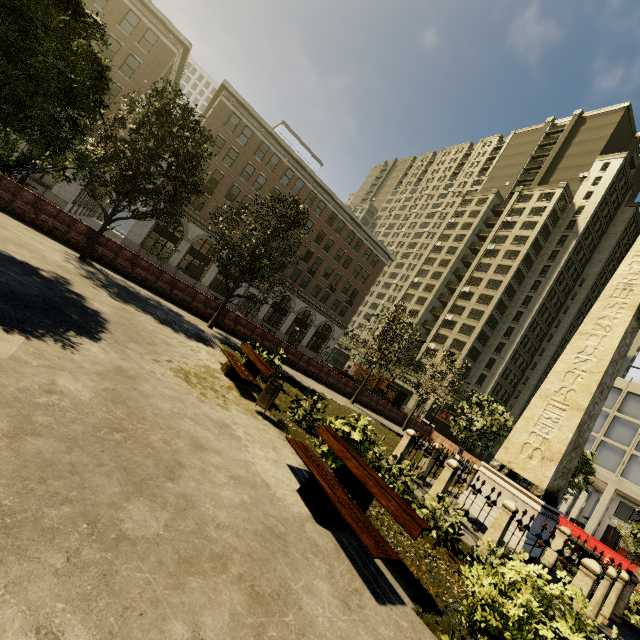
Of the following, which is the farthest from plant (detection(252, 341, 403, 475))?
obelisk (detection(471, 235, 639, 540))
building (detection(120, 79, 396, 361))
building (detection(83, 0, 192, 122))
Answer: building (detection(83, 0, 192, 122))

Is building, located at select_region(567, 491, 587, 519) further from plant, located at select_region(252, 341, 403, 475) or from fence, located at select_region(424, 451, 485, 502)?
fence, located at select_region(424, 451, 485, 502)

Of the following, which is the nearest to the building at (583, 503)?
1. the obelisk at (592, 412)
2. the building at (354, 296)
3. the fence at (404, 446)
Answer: the building at (354, 296)

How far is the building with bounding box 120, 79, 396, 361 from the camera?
34.5 meters

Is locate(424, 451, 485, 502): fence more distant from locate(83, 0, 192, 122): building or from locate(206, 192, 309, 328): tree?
locate(83, 0, 192, 122): building

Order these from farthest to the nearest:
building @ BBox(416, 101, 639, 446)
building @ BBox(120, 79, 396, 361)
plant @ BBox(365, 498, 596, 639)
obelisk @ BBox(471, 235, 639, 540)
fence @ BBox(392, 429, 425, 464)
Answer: building @ BBox(416, 101, 639, 446)
building @ BBox(120, 79, 396, 361)
fence @ BBox(392, 429, 425, 464)
obelisk @ BBox(471, 235, 639, 540)
plant @ BBox(365, 498, 596, 639)

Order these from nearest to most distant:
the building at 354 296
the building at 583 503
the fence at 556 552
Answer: the fence at 556 552, the building at 354 296, the building at 583 503

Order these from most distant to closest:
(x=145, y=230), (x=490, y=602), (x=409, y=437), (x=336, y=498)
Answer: (x=145, y=230) < (x=409, y=437) < (x=336, y=498) < (x=490, y=602)
